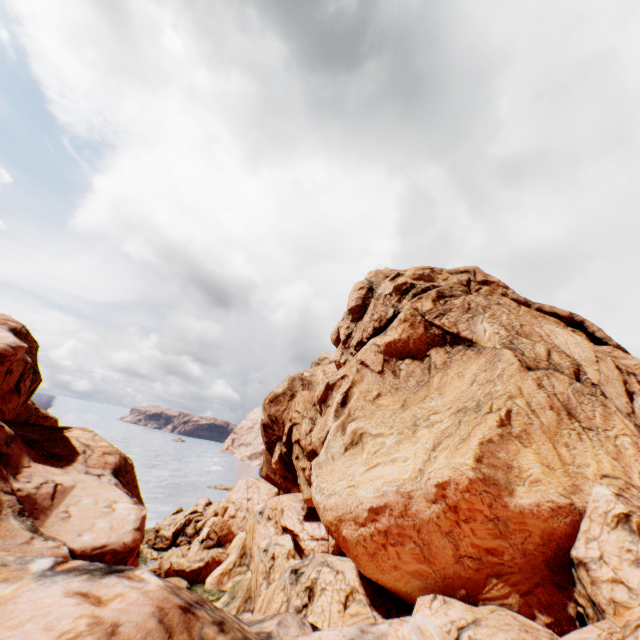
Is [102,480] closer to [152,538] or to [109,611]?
[109,611]
